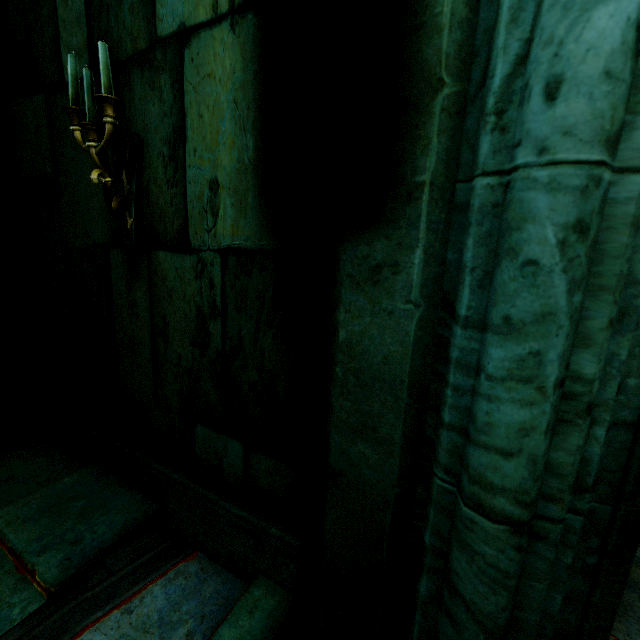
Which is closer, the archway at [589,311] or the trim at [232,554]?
the archway at [589,311]

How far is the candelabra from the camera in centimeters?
161cm

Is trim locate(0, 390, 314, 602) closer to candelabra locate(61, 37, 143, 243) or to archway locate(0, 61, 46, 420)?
archway locate(0, 61, 46, 420)

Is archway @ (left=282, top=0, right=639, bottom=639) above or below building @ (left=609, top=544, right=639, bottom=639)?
above

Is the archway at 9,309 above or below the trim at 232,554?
above

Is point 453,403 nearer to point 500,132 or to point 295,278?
point 500,132

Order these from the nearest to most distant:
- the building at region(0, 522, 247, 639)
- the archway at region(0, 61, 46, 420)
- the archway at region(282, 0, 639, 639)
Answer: the archway at region(282, 0, 639, 639) → the building at region(0, 522, 247, 639) → the archway at region(0, 61, 46, 420)

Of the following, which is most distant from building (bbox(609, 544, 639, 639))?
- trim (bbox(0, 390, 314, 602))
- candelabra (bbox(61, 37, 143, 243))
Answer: candelabra (bbox(61, 37, 143, 243))
